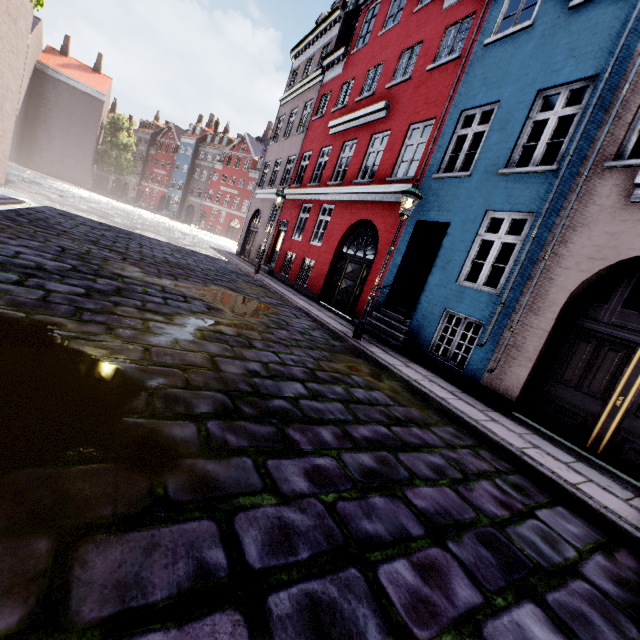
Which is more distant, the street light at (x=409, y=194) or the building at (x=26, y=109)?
the building at (x=26, y=109)

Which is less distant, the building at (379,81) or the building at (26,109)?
the building at (379,81)

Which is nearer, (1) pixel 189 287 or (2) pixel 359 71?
(1) pixel 189 287

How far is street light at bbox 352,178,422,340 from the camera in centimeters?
712cm

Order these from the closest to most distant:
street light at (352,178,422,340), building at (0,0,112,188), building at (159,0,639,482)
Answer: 1. building at (159,0,639,482)
2. street light at (352,178,422,340)
3. building at (0,0,112,188)

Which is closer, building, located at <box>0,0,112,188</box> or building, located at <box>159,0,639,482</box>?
building, located at <box>159,0,639,482</box>

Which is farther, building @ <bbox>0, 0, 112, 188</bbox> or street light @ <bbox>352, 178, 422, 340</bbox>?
building @ <bbox>0, 0, 112, 188</bbox>
